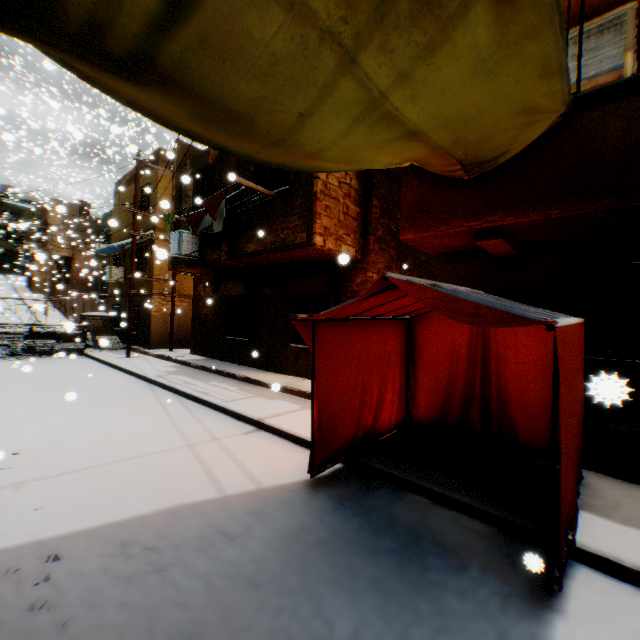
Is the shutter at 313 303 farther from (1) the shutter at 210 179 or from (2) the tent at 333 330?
(1) the shutter at 210 179

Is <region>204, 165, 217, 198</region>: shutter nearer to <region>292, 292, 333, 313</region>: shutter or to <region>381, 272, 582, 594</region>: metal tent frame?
<region>292, 292, 333, 313</region>: shutter

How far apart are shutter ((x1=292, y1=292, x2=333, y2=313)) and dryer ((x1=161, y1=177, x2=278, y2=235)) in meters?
2.5

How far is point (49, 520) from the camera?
3.2 meters

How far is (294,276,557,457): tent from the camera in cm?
291

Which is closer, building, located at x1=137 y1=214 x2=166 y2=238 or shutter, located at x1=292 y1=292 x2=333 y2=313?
shutter, located at x1=292 y1=292 x2=333 y2=313

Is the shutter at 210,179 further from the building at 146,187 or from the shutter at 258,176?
the shutter at 258,176

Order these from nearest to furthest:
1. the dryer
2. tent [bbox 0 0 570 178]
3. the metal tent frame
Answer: tent [bbox 0 0 570 178] < the metal tent frame < the dryer
